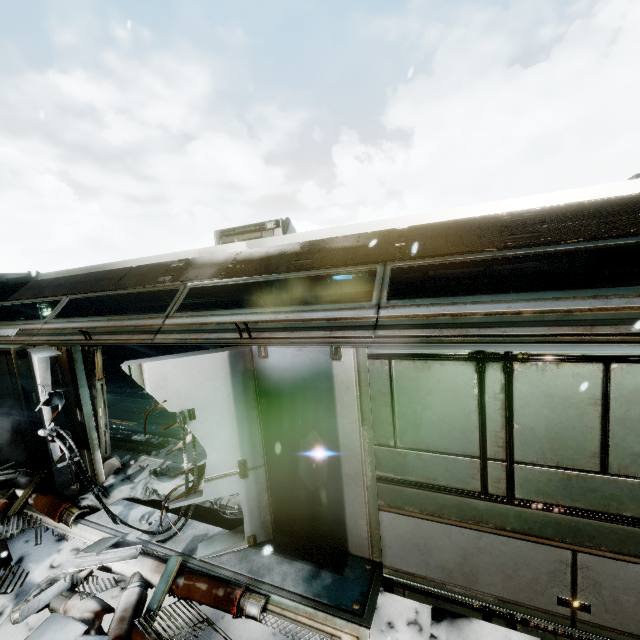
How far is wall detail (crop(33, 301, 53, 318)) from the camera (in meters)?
12.28

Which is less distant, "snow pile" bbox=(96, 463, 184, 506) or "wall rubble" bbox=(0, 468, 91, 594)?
"wall rubble" bbox=(0, 468, 91, 594)

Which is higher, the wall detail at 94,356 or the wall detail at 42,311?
the wall detail at 42,311

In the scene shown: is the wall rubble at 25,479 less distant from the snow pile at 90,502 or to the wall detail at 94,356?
the snow pile at 90,502

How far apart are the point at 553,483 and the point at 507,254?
2.40m

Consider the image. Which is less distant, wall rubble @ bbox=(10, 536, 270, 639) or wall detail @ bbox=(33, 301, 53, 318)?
wall rubble @ bbox=(10, 536, 270, 639)

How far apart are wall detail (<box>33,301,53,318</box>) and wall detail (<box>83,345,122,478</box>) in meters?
8.0 m

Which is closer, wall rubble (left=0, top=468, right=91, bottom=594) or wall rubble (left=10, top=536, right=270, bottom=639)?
wall rubble (left=10, top=536, right=270, bottom=639)
